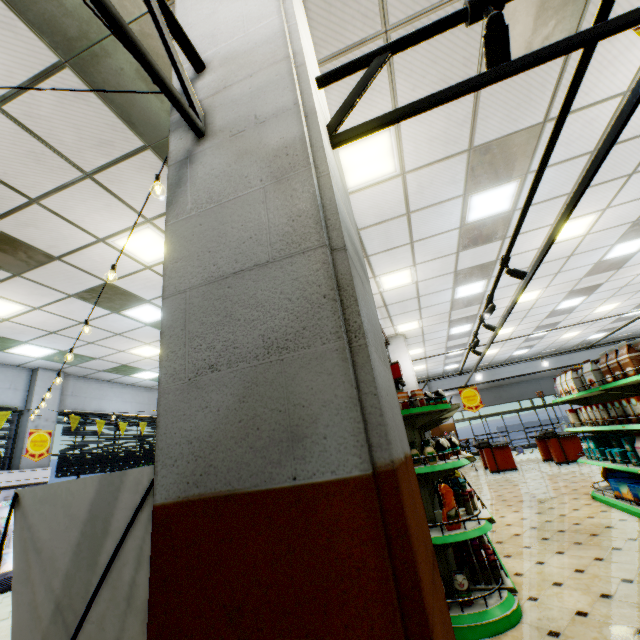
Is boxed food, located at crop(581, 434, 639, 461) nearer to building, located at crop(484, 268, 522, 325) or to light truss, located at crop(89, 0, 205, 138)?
building, located at crop(484, 268, 522, 325)

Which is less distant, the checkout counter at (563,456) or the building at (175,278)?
the building at (175,278)

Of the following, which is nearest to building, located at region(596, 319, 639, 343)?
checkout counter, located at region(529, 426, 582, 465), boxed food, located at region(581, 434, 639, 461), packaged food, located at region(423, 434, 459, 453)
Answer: checkout counter, located at region(529, 426, 582, 465)

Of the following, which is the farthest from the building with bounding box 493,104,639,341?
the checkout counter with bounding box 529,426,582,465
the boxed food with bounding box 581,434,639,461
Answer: the boxed food with bounding box 581,434,639,461

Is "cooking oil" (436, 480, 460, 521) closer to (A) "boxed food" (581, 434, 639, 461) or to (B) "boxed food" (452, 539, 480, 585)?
(B) "boxed food" (452, 539, 480, 585)

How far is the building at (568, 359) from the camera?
17.89m

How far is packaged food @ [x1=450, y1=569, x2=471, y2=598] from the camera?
3.0m

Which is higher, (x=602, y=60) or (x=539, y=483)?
(x=602, y=60)
